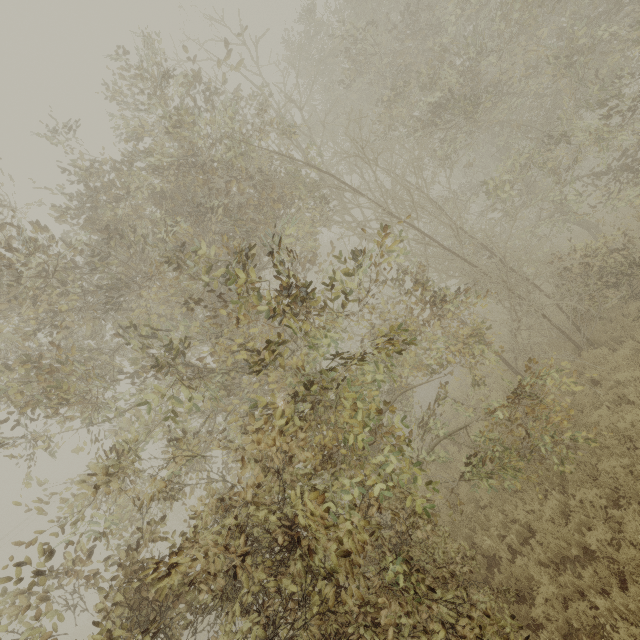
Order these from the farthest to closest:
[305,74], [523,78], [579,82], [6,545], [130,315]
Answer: [6,545], [305,74], [523,78], [130,315], [579,82]
